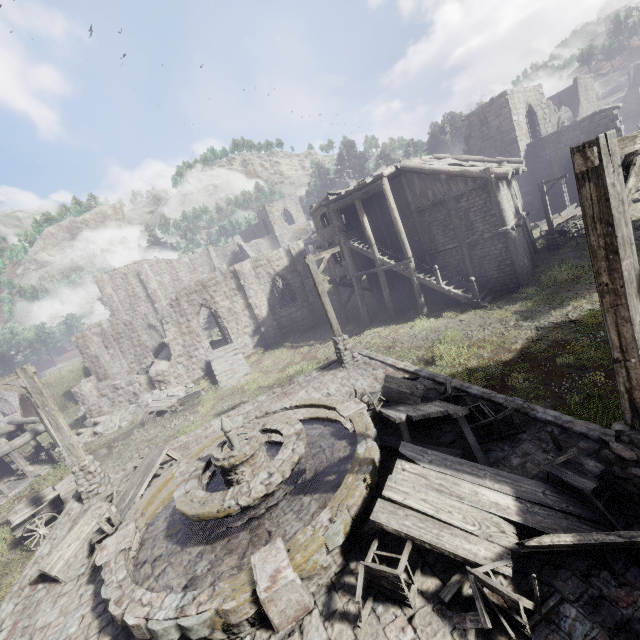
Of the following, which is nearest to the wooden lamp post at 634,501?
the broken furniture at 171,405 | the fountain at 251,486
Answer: the fountain at 251,486

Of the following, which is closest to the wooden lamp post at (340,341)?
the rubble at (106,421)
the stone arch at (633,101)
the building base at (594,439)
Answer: the building base at (594,439)

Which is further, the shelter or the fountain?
the shelter

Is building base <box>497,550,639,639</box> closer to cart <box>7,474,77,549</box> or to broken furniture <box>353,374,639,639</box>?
broken furniture <box>353,374,639,639</box>

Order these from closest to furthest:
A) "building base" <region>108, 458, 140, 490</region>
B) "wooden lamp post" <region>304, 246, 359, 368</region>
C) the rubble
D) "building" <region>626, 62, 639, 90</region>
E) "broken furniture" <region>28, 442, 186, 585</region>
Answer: "broken furniture" <region>28, 442, 186, 585</region> → "building base" <region>108, 458, 140, 490</region> → "wooden lamp post" <region>304, 246, 359, 368</region> → the rubble → "building" <region>626, 62, 639, 90</region>

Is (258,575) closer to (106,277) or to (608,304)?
(608,304)

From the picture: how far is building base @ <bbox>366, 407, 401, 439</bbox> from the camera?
7.9m

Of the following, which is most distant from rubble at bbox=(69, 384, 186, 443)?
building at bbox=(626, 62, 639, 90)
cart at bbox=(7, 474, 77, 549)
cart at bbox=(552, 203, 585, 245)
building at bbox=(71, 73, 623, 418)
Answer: building at bbox=(626, 62, 639, 90)
